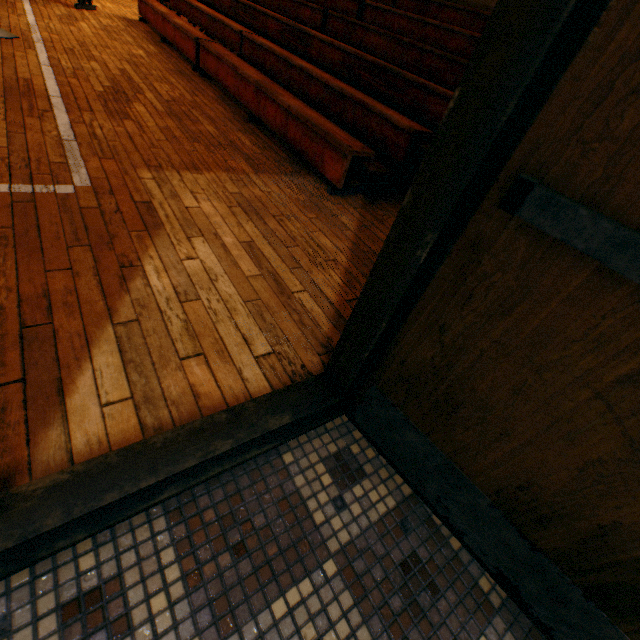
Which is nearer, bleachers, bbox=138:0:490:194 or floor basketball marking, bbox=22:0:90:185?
floor basketball marking, bbox=22:0:90:185

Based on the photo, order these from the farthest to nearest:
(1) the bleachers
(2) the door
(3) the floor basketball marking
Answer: (1) the bleachers, (3) the floor basketball marking, (2) the door

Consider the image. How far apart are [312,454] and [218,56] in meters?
5.4

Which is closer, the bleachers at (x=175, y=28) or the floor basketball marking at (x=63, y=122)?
the floor basketball marking at (x=63, y=122)

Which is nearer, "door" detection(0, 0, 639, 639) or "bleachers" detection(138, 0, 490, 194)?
"door" detection(0, 0, 639, 639)

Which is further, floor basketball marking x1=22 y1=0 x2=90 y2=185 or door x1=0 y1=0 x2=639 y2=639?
floor basketball marking x1=22 y1=0 x2=90 y2=185

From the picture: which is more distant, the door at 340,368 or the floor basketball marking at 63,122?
the floor basketball marking at 63,122

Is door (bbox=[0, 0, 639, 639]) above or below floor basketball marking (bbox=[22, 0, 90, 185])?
above
